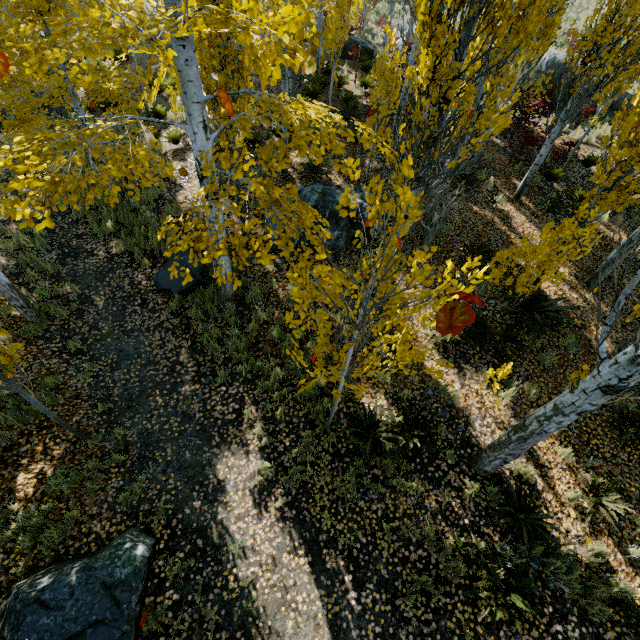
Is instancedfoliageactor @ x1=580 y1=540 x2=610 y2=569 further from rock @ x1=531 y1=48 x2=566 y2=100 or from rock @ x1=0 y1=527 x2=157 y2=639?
rock @ x1=0 y1=527 x2=157 y2=639

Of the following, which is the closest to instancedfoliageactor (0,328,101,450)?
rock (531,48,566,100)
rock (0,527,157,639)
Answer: rock (531,48,566,100)

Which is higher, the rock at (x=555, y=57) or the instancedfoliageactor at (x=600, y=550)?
the rock at (x=555, y=57)

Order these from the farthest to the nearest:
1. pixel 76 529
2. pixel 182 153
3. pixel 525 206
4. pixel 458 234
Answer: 1. pixel 182 153
2. pixel 525 206
3. pixel 458 234
4. pixel 76 529

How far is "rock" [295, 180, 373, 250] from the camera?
8.5m

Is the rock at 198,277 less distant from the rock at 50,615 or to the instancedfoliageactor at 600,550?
the instancedfoliageactor at 600,550
